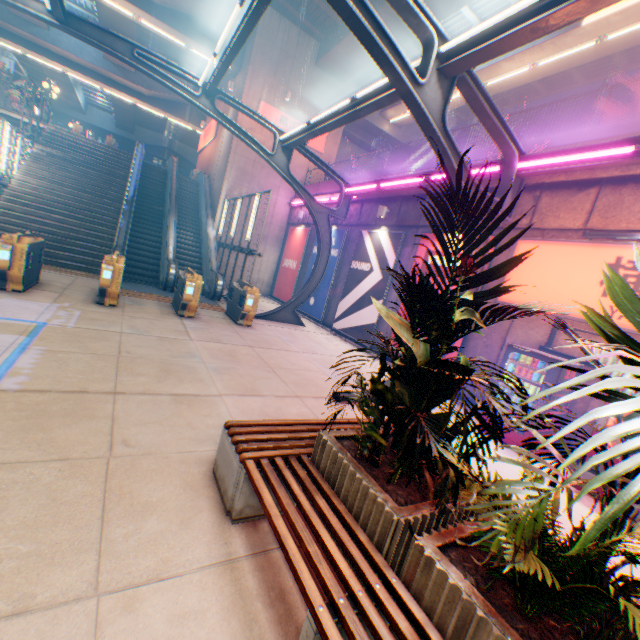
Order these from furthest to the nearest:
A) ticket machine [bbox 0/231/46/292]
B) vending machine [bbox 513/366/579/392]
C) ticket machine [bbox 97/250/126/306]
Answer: ticket machine [bbox 97/250/126/306] → ticket machine [bbox 0/231/46/292] → vending machine [bbox 513/366/579/392]

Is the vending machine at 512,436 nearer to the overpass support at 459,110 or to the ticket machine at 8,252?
the ticket machine at 8,252

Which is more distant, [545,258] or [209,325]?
[209,325]

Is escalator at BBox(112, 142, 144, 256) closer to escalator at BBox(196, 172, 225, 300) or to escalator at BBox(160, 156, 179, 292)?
escalator at BBox(160, 156, 179, 292)

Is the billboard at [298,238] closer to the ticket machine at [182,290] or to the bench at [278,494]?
the ticket machine at [182,290]

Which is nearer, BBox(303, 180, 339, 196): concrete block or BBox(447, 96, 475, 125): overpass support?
BBox(303, 180, 339, 196): concrete block

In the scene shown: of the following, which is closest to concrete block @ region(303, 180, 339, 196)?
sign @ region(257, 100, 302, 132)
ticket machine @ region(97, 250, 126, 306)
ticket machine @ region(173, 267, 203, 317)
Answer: sign @ region(257, 100, 302, 132)

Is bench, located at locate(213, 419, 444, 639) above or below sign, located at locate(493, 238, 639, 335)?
below
